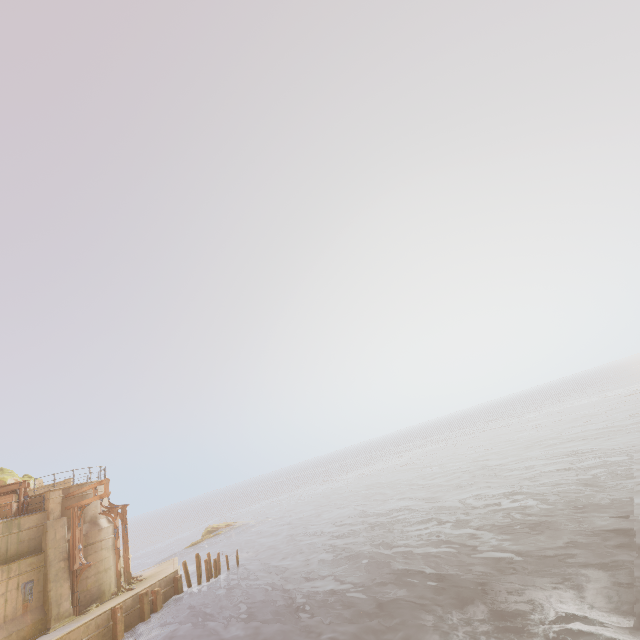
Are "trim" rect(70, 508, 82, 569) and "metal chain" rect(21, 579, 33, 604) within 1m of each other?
no

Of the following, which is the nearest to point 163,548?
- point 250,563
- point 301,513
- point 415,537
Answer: point 301,513

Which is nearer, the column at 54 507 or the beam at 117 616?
the beam at 117 616

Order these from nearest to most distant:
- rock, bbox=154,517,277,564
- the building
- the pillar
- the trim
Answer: the building
the pillar
the trim
rock, bbox=154,517,277,564

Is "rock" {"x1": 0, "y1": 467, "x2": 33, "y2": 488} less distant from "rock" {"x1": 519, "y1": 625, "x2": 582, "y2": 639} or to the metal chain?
the metal chain

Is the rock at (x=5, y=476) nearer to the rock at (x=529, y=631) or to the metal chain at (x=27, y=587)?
the metal chain at (x=27, y=587)

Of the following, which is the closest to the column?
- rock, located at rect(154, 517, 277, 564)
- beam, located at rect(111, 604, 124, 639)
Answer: beam, located at rect(111, 604, 124, 639)

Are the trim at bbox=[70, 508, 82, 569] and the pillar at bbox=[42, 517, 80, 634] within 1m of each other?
yes
